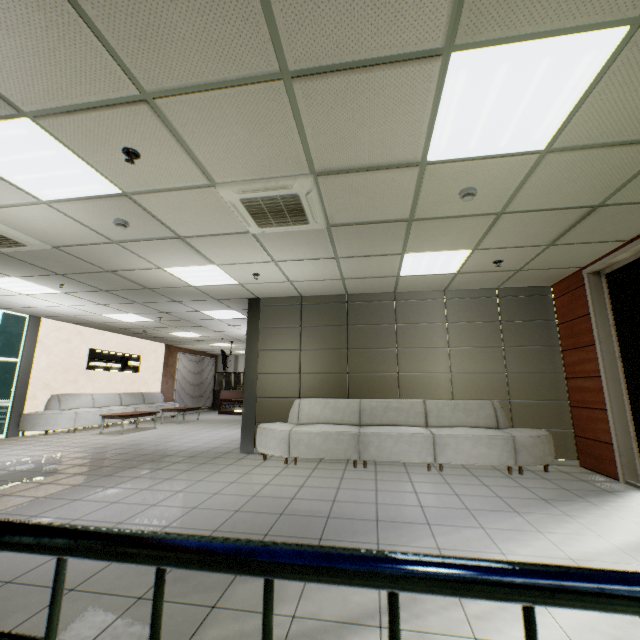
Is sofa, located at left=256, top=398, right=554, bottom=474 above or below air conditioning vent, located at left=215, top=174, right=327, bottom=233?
below

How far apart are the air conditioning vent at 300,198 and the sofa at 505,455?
3.4m

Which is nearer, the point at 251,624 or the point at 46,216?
the point at 251,624

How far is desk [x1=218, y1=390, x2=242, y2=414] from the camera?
15.53m

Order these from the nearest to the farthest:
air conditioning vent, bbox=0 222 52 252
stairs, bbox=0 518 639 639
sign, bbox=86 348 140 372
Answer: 1. stairs, bbox=0 518 639 639
2. air conditioning vent, bbox=0 222 52 252
3. sign, bbox=86 348 140 372

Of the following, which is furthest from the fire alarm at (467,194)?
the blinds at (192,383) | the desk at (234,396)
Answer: the blinds at (192,383)

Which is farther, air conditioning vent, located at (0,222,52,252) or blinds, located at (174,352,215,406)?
blinds, located at (174,352,215,406)

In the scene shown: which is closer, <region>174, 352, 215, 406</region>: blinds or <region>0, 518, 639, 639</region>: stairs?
<region>0, 518, 639, 639</region>: stairs
